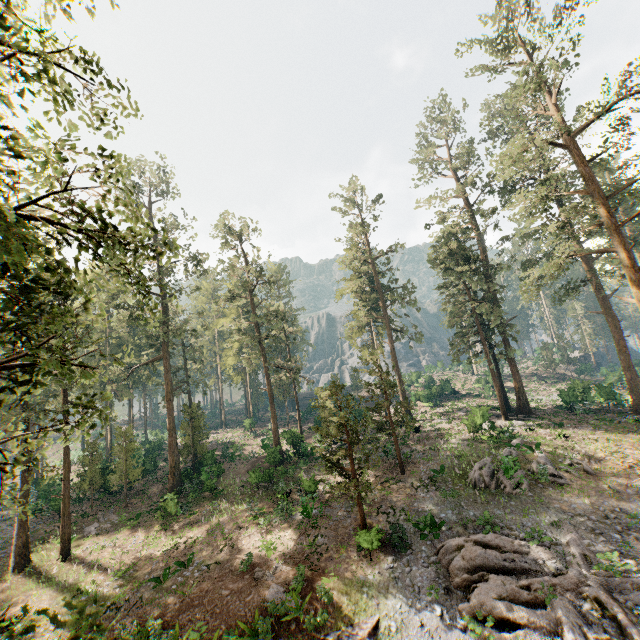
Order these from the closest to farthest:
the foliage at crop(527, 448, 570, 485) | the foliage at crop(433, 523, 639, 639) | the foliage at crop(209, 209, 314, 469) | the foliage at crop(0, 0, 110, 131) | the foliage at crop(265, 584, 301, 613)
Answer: the foliage at crop(0, 0, 110, 131) < the foliage at crop(433, 523, 639, 639) < the foliage at crop(265, 584, 301, 613) < the foliage at crop(527, 448, 570, 485) < the foliage at crop(209, 209, 314, 469)

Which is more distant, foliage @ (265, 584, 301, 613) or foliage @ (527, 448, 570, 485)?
foliage @ (527, 448, 570, 485)

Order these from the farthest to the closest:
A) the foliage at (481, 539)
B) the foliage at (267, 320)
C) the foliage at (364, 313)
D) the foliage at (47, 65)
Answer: the foliage at (267, 320) → the foliage at (364, 313) → the foliage at (481, 539) → the foliage at (47, 65)

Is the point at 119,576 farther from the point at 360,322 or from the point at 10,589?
the point at 360,322

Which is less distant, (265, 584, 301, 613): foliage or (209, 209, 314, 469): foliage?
(265, 584, 301, 613): foliage

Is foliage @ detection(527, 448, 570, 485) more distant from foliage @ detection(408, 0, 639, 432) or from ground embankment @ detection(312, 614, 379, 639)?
ground embankment @ detection(312, 614, 379, 639)

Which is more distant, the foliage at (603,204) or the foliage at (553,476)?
the foliage at (603,204)

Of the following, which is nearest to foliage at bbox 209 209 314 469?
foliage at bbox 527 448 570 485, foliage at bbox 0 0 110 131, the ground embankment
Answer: foliage at bbox 0 0 110 131
